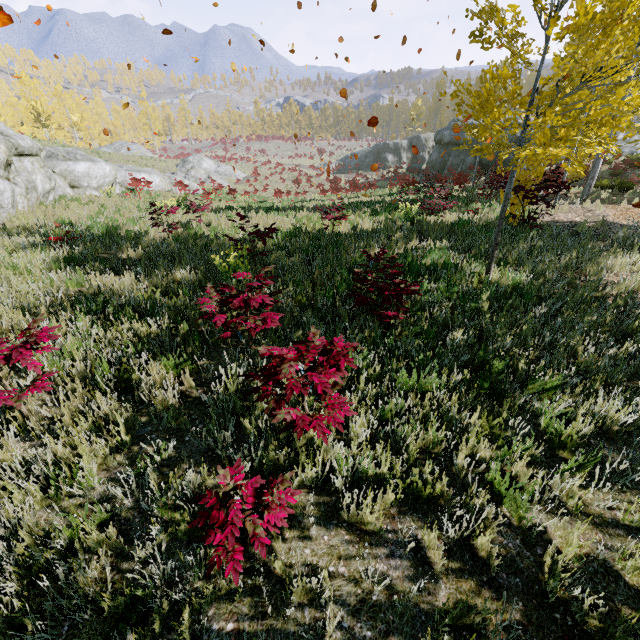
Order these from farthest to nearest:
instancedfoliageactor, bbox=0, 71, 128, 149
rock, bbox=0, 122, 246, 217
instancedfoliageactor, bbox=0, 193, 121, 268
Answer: instancedfoliageactor, bbox=0, 71, 128, 149, rock, bbox=0, 122, 246, 217, instancedfoliageactor, bbox=0, 193, 121, 268

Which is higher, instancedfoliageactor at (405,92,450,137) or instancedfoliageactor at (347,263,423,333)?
instancedfoliageactor at (405,92,450,137)

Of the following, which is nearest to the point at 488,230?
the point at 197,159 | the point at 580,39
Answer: the point at 580,39

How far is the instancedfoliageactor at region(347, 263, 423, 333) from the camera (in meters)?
4.33

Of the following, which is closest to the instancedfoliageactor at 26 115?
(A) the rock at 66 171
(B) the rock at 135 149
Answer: (B) the rock at 135 149
